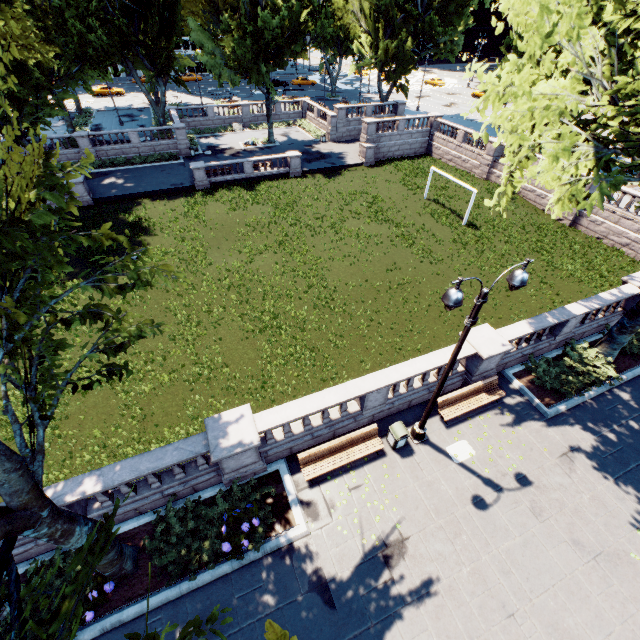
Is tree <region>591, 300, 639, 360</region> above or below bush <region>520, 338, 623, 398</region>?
above

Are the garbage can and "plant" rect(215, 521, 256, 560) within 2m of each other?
no

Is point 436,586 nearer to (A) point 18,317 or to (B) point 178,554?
(B) point 178,554

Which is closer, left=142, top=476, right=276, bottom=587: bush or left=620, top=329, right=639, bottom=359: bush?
left=142, top=476, right=276, bottom=587: bush

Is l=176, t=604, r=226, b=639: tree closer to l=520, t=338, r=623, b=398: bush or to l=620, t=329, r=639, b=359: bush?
l=520, t=338, r=623, b=398: bush

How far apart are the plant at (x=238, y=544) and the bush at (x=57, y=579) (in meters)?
3.02

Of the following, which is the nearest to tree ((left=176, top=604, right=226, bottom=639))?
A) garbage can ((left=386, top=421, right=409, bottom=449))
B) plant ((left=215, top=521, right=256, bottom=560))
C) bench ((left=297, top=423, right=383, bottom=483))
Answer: plant ((left=215, top=521, right=256, bottom=560))

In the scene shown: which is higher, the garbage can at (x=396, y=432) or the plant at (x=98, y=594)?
the garbage can at (x=396, y=432)
